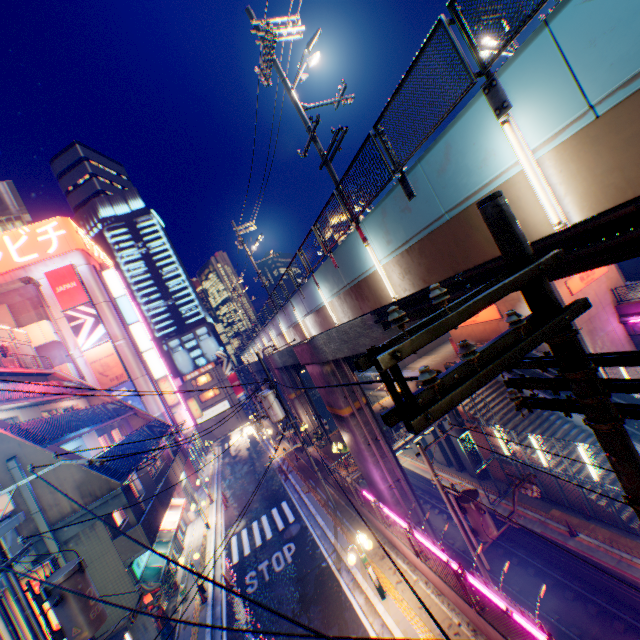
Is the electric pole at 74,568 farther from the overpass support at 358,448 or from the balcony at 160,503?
the overpass support at 358,448

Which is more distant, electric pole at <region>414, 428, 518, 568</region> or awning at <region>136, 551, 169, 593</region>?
awning at <region>136, 551, 169, 593</region>

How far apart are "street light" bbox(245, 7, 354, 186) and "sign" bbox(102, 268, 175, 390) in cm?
3224

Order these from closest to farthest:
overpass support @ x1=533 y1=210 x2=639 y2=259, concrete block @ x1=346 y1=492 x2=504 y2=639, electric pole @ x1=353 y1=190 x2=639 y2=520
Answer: electric pole @ x1=353 y1=190 x2=639 y2=520, overpass support @ x1=533 y1=210 x2=639 y2=259, concrete block @ x1=346 y1=492 x2=504 y2=639

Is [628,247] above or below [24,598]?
above

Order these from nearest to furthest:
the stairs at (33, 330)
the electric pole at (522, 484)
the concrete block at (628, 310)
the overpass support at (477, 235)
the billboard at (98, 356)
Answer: the overpass support at (477, 235) < the electric pole at (522, 484) < the concrete block at (628, 310) < the stairs at (33, 330) < the billboard at (98, 356)

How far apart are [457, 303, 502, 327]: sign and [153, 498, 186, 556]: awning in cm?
2782

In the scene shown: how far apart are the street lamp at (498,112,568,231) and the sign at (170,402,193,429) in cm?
3856
